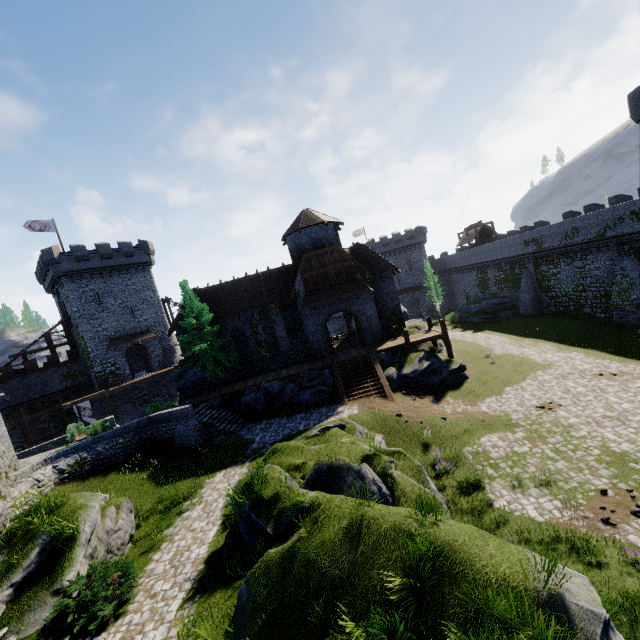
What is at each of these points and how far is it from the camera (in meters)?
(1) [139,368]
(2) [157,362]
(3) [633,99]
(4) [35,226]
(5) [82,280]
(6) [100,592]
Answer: (1) building, 48.12
(2) building, 42.56
(3) building, 20.70
(4) flag, 36.53
(5) building, 38.06
(6) bush, 8.73

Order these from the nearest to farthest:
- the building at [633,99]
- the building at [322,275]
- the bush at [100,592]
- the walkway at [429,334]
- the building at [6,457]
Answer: the bush at [100,592], the building at [6,457], the building at [633,99], the walkway at [429,334], the building at [322,275]

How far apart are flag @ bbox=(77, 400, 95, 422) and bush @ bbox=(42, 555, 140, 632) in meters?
30.6

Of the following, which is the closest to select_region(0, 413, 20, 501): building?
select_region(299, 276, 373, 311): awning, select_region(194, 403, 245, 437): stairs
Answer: select_region(194, 403, 245, 437): stairs

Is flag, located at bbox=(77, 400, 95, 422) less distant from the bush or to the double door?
the double door

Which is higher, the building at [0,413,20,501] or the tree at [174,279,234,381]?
the tree at [174,279,234,381]

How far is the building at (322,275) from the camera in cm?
2705

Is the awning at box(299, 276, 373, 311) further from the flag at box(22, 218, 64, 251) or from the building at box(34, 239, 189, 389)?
the flag at box(22, 218, 64, 251)
